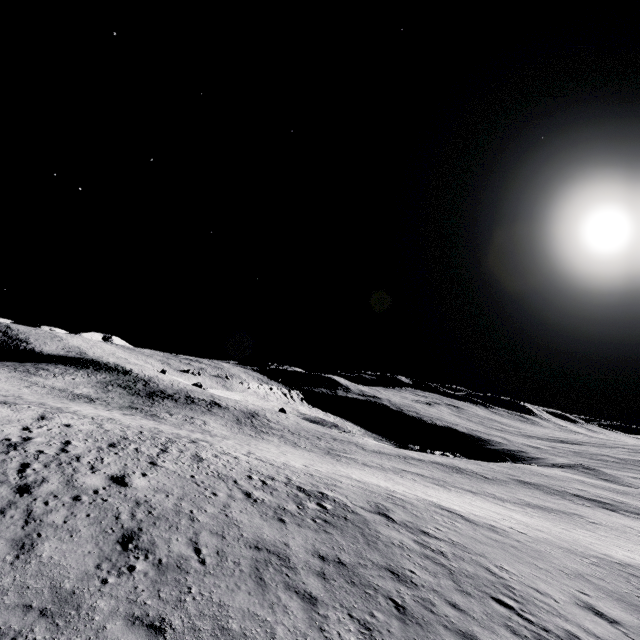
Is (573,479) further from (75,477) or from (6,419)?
(6,419)
